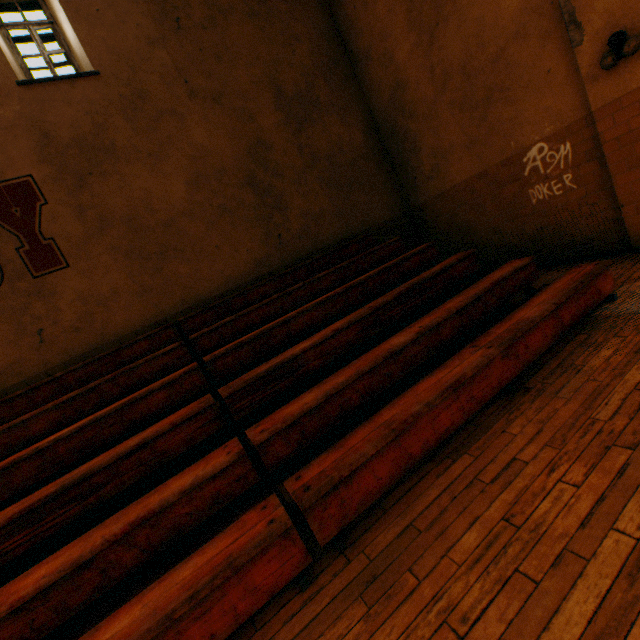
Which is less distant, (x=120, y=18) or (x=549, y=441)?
(x=549, y=441)

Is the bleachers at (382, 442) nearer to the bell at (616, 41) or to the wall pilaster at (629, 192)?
the wall pilaster at (629, 192)

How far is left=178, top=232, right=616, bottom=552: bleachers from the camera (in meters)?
2.24

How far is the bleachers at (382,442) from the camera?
2.2m

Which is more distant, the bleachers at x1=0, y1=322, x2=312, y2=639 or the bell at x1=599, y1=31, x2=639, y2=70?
the bell at x1=599, y1=31, x2=639, y2=70

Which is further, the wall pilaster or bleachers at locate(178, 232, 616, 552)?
the wall pilaster

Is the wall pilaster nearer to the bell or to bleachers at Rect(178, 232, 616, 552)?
the bell
